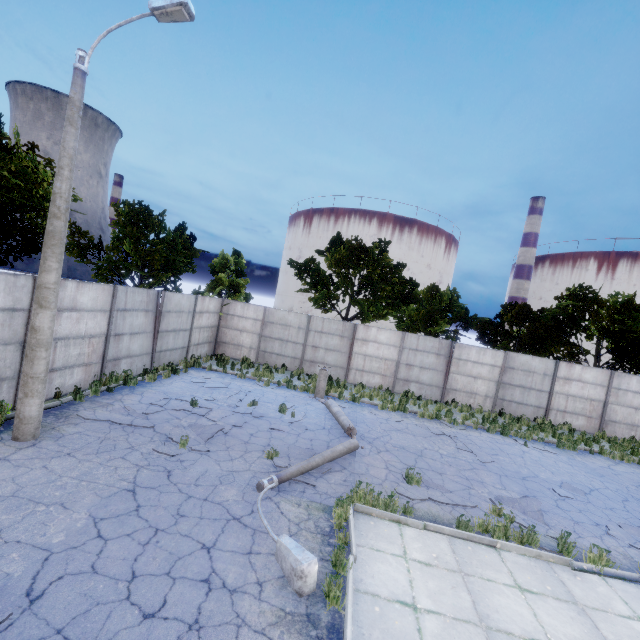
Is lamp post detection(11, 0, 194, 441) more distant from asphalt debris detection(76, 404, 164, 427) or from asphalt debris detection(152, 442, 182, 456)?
asphalt debris detection(152, 442, 182, 456)

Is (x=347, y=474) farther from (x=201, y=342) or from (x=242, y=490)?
(x=201, y=342)

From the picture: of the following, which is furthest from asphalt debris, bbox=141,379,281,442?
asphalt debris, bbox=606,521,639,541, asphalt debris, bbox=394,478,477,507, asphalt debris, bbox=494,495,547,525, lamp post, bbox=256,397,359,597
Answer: asphalt debris, bbox=606,521,639,541

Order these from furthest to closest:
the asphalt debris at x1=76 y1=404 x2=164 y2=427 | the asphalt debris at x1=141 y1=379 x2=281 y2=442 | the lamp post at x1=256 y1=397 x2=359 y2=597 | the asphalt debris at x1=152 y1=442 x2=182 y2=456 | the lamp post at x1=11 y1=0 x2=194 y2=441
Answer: the asphalt debris at x1=141 y1=379 x2=281 y2=442, the asphalt debris at x1=76 y1=404 x2=164 y2=427, the asphalt debris at x1=152 y1=442 x2=182 y2=456, the lamp post at x1=11 y1=0 x2=194 y2=441, the lamp post at x1=256 y1=397 x2=359 y2=597

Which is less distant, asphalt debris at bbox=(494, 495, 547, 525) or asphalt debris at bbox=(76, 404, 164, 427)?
asphalt debris at bbox=(494, 495, 547, 525)

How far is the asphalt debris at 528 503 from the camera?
8.1m

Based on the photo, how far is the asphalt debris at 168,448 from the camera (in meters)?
7.89

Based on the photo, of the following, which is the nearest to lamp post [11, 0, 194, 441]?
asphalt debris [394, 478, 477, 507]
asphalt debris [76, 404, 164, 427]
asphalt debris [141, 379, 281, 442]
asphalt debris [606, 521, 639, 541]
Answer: asphalt debris [76, 404, 164, 427]
